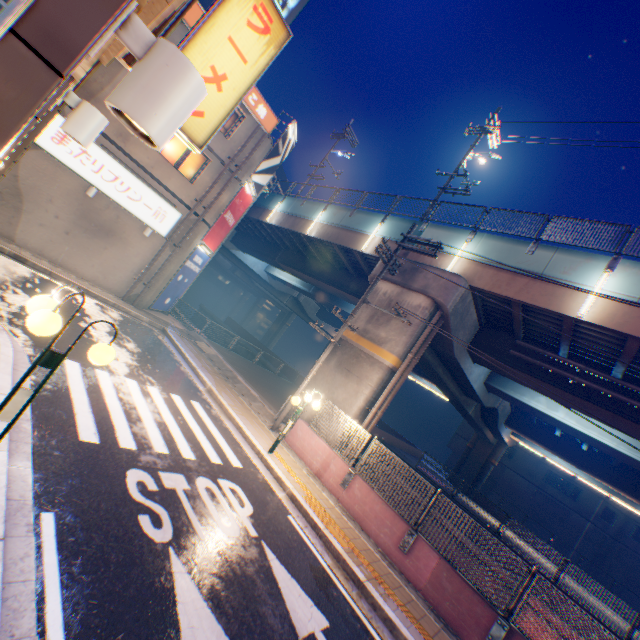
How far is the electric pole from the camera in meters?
16.8 m

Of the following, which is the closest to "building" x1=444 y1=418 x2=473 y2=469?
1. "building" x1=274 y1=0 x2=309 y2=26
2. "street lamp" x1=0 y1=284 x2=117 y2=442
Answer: "street lamp" x1=0 y1=284 x2=117 y2=442

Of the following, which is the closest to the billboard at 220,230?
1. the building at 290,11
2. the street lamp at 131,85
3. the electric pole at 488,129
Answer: the electric pole at 488,129

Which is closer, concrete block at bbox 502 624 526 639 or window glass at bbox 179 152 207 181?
concrete block at bbox 502 624 526 639

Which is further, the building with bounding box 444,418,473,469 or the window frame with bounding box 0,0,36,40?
the building with bounding box 444,418,473,469

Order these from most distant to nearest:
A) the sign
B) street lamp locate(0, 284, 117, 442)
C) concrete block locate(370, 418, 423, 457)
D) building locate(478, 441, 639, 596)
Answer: building locate(478, 441, 639, 596) → concrete block locate(370, 418, 423, 457) → the sign → street lamp locate(0, 284, 117, 442)

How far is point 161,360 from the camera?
12.1 meters

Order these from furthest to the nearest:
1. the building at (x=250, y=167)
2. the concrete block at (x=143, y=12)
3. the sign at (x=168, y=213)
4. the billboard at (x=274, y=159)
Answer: the billboard at (x=274, y=159) → the building at (x=250, y=167) → the sign at (x=168, y=213) → the concrete block at (x=143, y=12)
